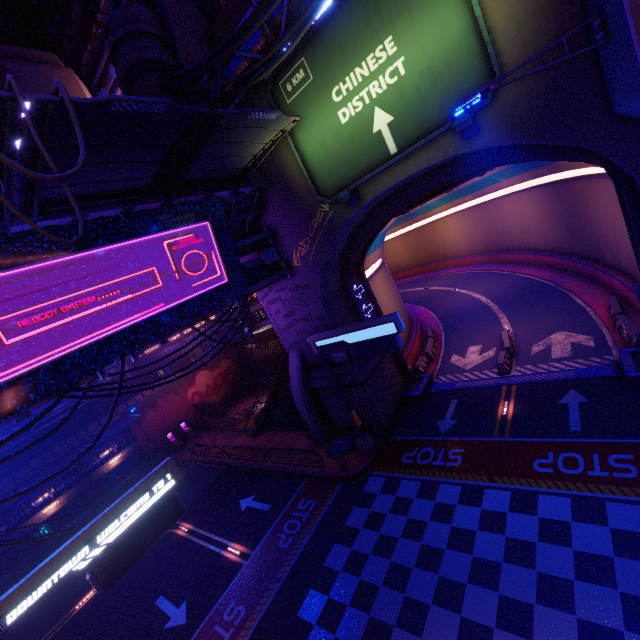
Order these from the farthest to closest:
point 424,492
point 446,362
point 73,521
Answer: point 73,521 < point 446,362 < point 424,492

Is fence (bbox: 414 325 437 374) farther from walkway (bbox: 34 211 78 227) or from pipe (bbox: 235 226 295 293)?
walkway (bbox: 34 211 78 227)

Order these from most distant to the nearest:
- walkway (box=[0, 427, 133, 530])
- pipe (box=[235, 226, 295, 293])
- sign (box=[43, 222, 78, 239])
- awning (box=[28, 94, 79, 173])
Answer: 1. walkway (box=[0, 427, 133, 530])
2. pipe (box=[235, 226, 295, 293])
3. sign (box=[43, 222, 78, 239])
4. awning (box=[28, 94, 79, 173])

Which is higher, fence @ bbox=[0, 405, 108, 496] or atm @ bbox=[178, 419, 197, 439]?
fence @ bbox=[0, 405, 108, 496]

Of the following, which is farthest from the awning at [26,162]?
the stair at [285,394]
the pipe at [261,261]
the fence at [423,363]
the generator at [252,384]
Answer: the generator at [252,384]

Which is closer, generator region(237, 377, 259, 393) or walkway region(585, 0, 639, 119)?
walkway region(585, 0, 639, 119)

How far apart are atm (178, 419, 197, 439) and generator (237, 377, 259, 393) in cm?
644

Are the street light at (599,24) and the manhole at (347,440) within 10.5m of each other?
no
